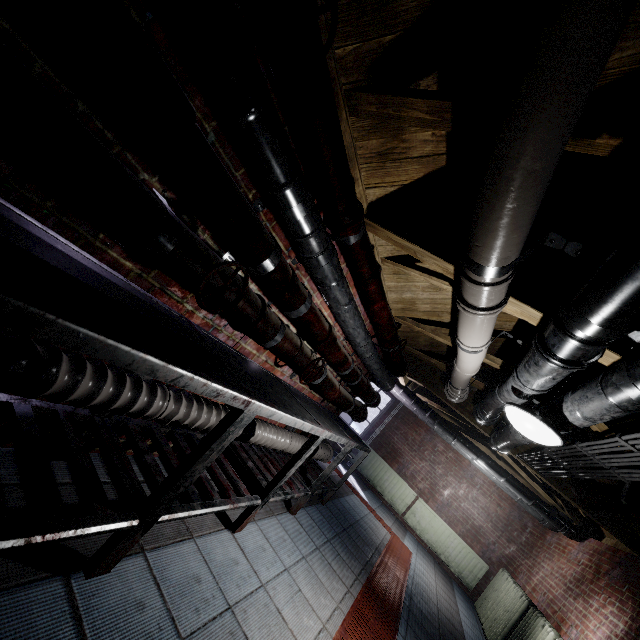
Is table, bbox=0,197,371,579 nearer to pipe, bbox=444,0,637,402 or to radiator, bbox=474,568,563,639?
pipe, bbox=444,0,637,402

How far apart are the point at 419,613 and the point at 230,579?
2.8m

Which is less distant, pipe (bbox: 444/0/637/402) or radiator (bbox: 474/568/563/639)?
pipe (bbox: 444/0/637/402)

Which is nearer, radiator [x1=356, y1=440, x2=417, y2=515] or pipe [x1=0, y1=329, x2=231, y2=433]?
pipe [x1=0, y1=329, x2=231, y2=433]

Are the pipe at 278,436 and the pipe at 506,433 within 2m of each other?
yes

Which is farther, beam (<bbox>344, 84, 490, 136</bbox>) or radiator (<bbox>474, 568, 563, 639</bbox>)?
radiator (<bbox>474, 568, 563, 639</bbox>)

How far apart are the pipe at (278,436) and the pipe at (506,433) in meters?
1.4 m

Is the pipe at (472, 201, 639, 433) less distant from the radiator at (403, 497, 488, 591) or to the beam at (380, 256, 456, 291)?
the beam at (380, 256, 456, 291)
